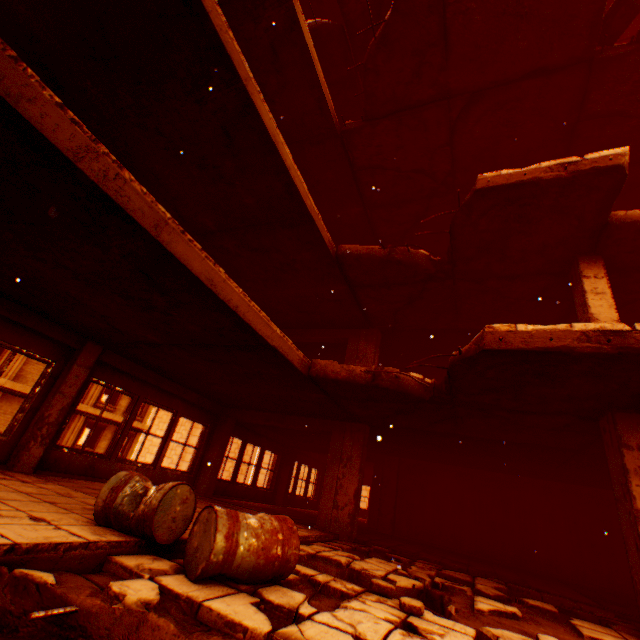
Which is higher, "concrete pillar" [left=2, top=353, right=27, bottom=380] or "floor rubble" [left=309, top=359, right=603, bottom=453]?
"concrete pillar" [left=2, top=353, right=27, bottom=380]

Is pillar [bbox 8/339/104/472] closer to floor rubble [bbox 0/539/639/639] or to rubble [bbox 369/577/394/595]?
floor rubble [bbox 0/539/639/639]

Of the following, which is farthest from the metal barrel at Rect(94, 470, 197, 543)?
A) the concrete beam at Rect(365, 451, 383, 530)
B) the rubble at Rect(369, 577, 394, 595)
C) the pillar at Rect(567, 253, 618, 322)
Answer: the concrete beam at Rect(365, 451, 383, 530)

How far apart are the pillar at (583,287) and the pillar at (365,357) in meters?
5.0

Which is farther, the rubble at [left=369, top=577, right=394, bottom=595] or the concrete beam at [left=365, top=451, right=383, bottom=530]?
the concrete beam at [left=365, top=451, right=383, bottom=530]

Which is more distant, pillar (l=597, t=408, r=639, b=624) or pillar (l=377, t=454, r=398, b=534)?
pillar (l=377, t=454, r=398, b=534)

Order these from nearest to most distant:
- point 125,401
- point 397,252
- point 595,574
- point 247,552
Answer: point 247,552, point 397,252, point 595,574, point 125,401

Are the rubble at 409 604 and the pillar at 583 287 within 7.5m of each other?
yes
